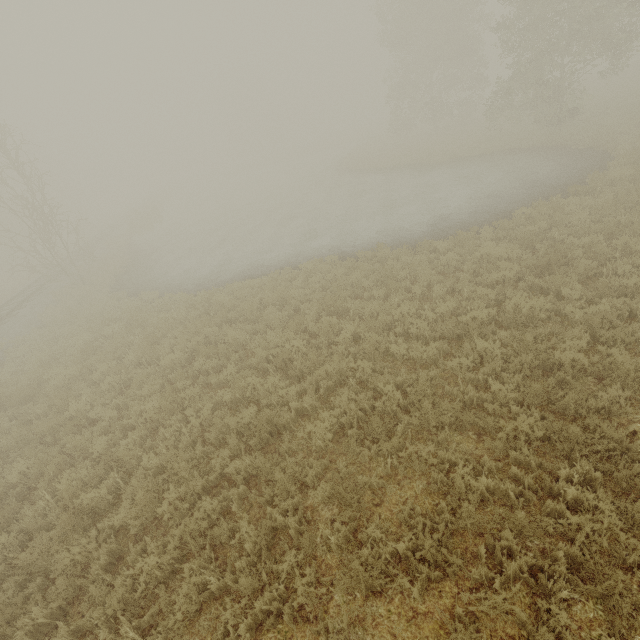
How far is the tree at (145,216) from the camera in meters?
32.2 m

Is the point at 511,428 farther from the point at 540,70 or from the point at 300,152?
the point at 300,152

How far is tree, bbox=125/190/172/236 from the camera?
32.2m
